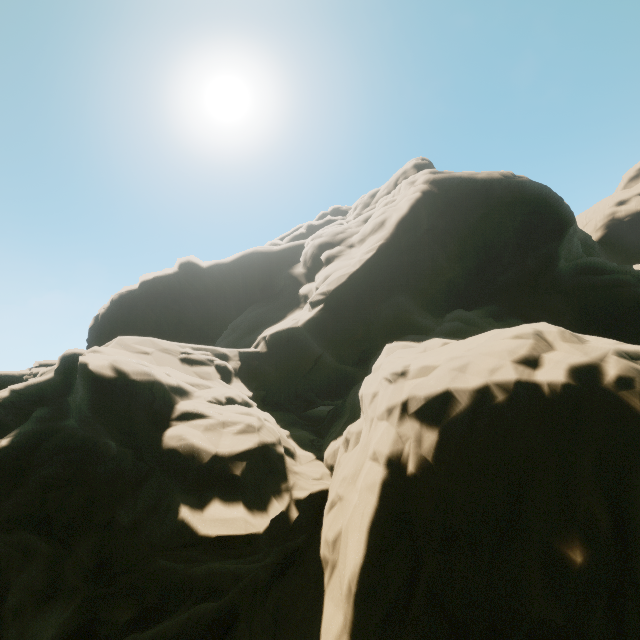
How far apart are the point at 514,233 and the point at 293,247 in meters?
20.3
